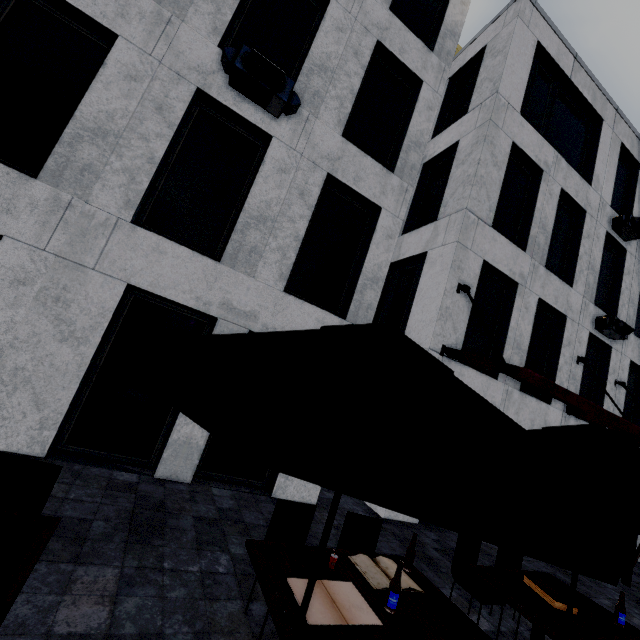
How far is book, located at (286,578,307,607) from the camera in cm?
242

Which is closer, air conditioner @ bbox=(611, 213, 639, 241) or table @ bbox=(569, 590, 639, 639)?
table @ bbox=(569, 590, 639, 639)

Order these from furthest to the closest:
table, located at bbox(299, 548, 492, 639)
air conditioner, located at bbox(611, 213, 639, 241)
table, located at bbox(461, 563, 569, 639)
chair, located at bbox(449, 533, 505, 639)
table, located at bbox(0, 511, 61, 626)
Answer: air conditioner, located at bbox(611, 213, 639, 241)
chair, located at bbox(449, 533, 505, 639)
table, located at bbox(461, 563, 569, 639)
table, located at bbox(299, 548, 492, 639)
table, located at bbox(0, 511, 61, 626)

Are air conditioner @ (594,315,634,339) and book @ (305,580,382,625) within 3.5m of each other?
no

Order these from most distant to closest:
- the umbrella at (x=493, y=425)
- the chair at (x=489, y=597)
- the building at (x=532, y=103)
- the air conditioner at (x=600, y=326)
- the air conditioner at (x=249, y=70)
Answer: the air conditioner at (x=600, y=326), the building at (x=532, y=103), the air conditioner at (x=249, y=70), the chair at (x=489, y=597), the umbrella at (x=493, y=425)

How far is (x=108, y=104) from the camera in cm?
552

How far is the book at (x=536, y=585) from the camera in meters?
3.8 m

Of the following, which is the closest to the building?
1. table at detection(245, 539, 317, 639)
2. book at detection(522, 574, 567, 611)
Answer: book at detection(522, 574, 567, 611)
